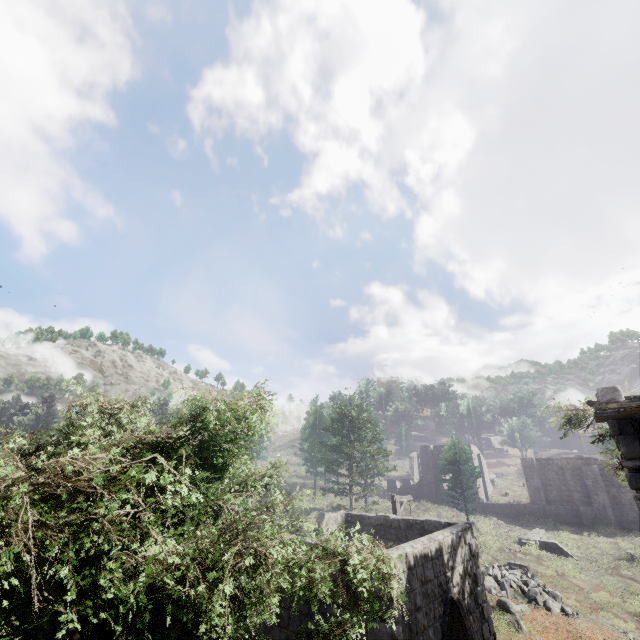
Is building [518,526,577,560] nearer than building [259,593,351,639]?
No

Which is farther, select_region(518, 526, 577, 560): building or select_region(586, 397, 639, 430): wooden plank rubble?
select_region(518, 526, 577, 560): building

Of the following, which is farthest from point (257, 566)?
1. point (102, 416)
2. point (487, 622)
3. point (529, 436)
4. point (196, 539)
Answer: point (529, 436)

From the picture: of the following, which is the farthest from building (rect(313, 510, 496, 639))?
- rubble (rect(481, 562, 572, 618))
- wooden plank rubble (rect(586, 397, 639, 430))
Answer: rubble (rect(481, 562, 572, 618))

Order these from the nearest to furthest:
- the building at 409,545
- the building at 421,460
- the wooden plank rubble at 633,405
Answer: the wooden plank rubble at 633,405 → the building at 409,545 → the building at 421,460

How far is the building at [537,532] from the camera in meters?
23.3 m

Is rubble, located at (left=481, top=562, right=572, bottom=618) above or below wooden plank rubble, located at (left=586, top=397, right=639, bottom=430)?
below

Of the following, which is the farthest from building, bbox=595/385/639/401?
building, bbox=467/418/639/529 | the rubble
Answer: building, bbox=467/418/639/529
